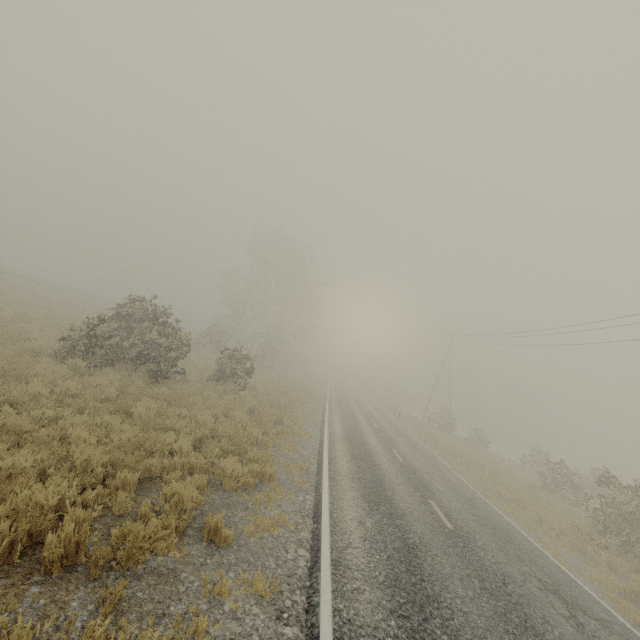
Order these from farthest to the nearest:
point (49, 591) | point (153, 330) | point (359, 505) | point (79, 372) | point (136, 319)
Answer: point (136, 319) → point (153, 330) → point (79, 372) → point (359, 505) → point (49, 591)
